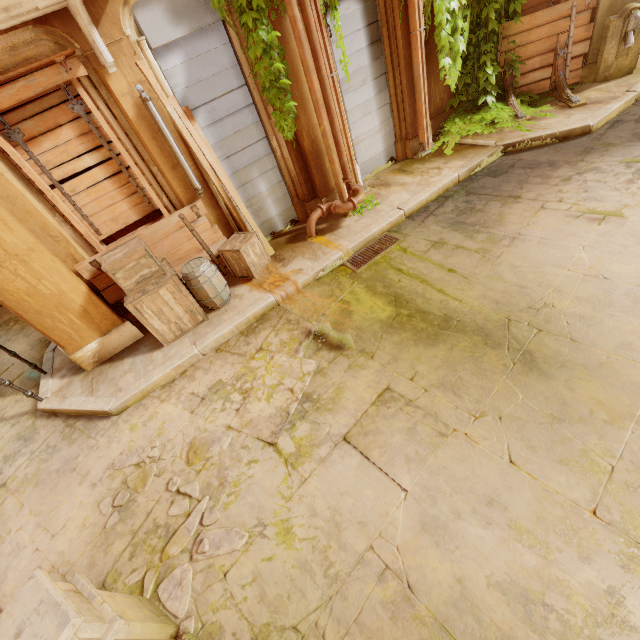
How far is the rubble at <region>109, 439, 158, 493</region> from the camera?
3.89m

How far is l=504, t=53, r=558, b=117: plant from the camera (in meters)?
7.18

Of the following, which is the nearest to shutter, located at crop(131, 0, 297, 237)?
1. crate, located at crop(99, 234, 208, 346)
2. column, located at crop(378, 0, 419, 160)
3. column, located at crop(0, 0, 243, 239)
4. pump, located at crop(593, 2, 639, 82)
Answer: column, located at crop(0, 0, 243, 239)

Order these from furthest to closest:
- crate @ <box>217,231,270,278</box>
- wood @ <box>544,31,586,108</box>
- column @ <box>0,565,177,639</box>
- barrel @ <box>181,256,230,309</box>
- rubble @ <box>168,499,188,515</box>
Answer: wood @ <box>544,31,586,108</box> < crate @ <box>217,231,270,278</box> < barrel @ <box>181,256,230,309</box> < rubble @ <box>168,499,188,515</box> < column @ <box>0,565,177,639</box>

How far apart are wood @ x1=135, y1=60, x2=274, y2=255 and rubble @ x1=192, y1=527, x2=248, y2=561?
4.17m

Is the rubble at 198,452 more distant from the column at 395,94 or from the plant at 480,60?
the column at 395,94

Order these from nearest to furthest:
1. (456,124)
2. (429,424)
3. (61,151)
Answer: (429,424) → (61,151) → (456,124)

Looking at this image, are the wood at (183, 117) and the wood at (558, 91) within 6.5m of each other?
no
